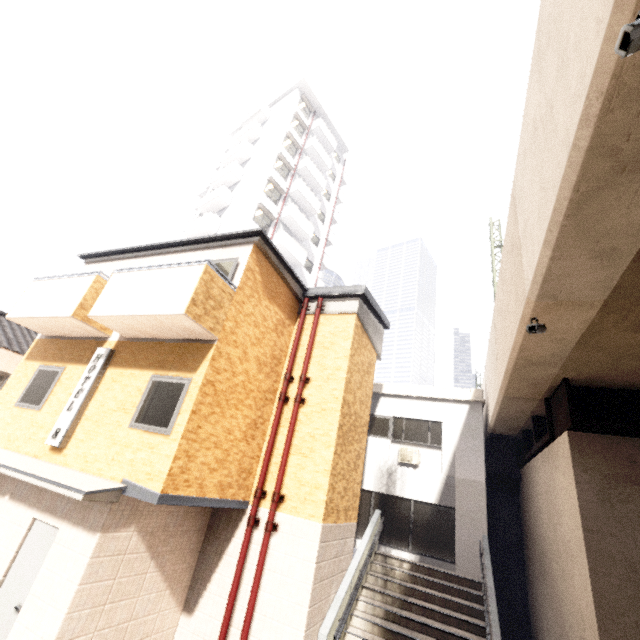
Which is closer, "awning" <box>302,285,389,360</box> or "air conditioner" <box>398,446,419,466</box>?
"awning" <box>302,285,389,360</box>

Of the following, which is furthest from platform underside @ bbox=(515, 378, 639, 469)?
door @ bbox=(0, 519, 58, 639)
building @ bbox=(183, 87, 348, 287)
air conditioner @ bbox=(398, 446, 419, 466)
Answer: building @ bbox=(183, 87, 348, 287)

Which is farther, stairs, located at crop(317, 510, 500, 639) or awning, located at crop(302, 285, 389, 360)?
awning, located at crop(302, 285, 389, 360)

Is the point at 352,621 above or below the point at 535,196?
below

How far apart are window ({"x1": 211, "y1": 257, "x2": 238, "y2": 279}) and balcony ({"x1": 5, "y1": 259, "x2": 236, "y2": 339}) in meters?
0.2

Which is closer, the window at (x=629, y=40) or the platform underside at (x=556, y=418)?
the window at (x=629, y=40)

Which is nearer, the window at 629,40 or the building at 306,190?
the window at 629,40

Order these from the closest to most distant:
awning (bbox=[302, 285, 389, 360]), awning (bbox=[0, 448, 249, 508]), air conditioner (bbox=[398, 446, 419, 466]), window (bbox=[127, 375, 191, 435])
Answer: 1. awning (bbox=[0, 448, 249, 508])
2. window (bbox=[127, 375, 191, 435])
3. awning (bbox=[302, 285, 389, 360])
4. air conditioner (bbox=[398, 446, 419, 466])
